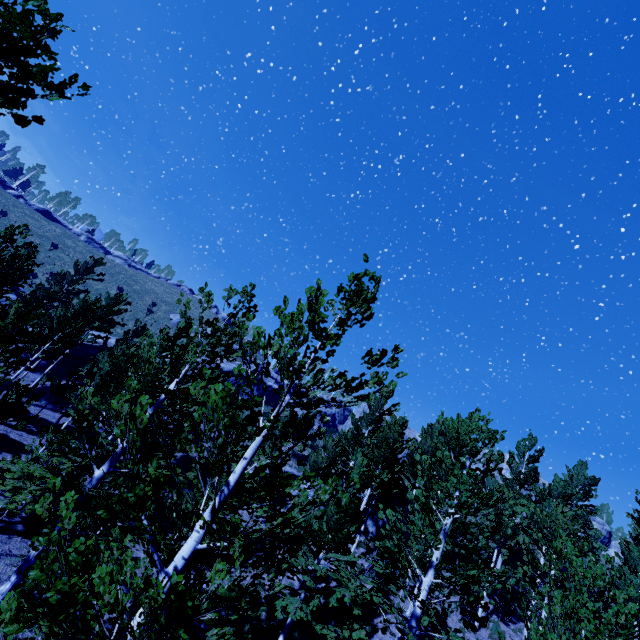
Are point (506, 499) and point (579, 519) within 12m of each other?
no

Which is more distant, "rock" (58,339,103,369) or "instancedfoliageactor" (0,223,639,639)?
"rock" (58,339,103,369)

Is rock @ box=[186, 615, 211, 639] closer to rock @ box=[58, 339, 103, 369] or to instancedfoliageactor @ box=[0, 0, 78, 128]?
instancedfoliageactor @ box=[0, 0, 78, 128]

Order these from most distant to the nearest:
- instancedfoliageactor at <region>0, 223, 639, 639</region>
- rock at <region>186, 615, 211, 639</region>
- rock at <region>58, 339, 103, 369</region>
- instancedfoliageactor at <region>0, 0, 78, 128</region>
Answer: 1. rock at <region>58, 339, 103, 369</region>
2. rock at <region>186, 615, 211, 639</region>
3. instancedfoliageactor at <region>0, 0, 78, 128</region>
4. instancedfoliageactor at <region>0, 223, 639, 639</region>

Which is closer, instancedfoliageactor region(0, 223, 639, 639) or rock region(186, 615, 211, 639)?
instancedfoliageactor region(0, 223, 639, 639)

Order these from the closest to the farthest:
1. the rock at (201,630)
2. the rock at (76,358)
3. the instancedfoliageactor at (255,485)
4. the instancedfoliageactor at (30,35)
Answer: the instancedfoliageactor at (255,485) < the instancedfoliageactor at (30,35) < the rock at (201,630) < the rock at (76,358)

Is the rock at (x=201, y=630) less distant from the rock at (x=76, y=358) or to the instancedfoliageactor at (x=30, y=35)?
the instancedfoliageactor at (x=30, y=35)
